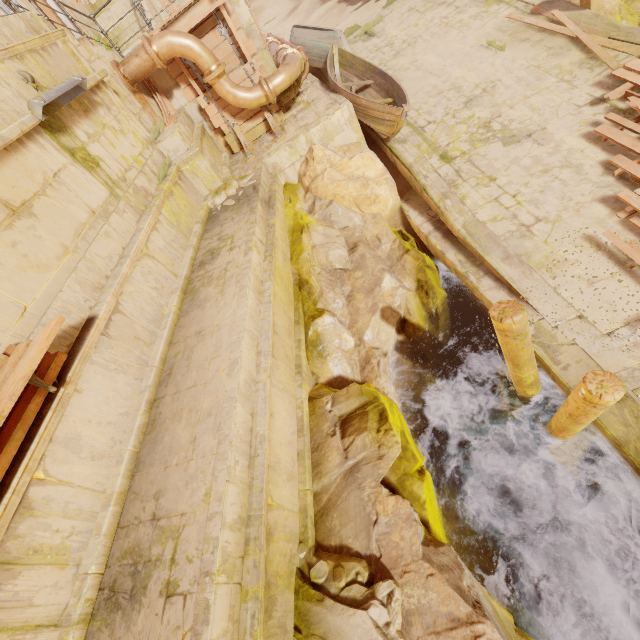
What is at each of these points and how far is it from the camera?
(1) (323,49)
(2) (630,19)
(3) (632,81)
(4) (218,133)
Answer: (1) boat, 11.4m
(2) rock, 9.0m
(3) wood, 6.6m
(4) wood, 10.2m

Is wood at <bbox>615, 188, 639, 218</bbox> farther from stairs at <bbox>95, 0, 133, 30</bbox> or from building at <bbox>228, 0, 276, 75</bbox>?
stairs at <bbox>95, 0, 133, 30</bbox>

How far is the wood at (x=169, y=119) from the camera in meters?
8.8

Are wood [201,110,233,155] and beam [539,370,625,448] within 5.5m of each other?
no

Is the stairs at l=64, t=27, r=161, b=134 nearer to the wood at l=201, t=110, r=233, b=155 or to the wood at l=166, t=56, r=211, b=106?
the wood at l=166, t=56, r=211, b=106

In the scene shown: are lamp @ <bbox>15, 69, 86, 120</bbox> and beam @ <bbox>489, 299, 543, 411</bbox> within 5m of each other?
no

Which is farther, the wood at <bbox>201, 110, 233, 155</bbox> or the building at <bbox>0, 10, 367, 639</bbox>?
Answer: the wood at <bbox>201, 110, 233, 155</bbox>

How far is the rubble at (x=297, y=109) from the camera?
9.8 meters
